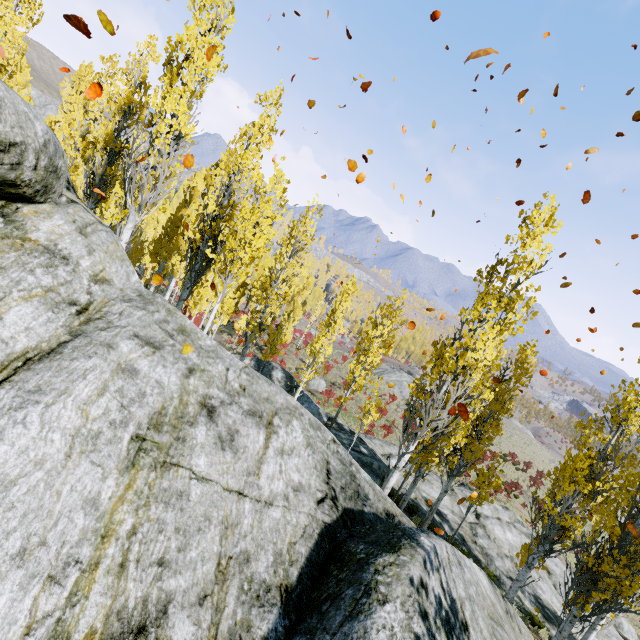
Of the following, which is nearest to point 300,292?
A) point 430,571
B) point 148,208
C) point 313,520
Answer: point 148,208

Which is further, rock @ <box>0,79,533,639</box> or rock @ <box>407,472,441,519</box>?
rock @ <box>407,472,441,519</box>

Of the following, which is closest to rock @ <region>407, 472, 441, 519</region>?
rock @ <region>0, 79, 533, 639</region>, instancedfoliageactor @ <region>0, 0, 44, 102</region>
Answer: rock @ <region>0, 79, 533, 639</region>

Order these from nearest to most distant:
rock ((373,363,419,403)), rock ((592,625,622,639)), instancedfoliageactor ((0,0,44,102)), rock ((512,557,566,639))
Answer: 1. instancedfoliageactor ((0,0,44,102))
2. rock ((512,557,566,639))
3. rock ((592,625,622,639))
4. rock ((373,363,419,403))

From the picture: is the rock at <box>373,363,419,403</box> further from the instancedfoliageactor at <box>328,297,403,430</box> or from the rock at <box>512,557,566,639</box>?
the rock at <box>512,557,566,639</box>

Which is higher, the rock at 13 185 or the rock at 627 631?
the rock at 13 185

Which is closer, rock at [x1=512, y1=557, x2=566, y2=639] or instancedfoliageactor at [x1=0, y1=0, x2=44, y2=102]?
instancedfoliageactor at [x1=0, y1=0, x2=44, y2=102]

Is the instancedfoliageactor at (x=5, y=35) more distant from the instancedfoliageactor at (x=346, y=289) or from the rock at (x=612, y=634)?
the rock at (x=612, y=634)
